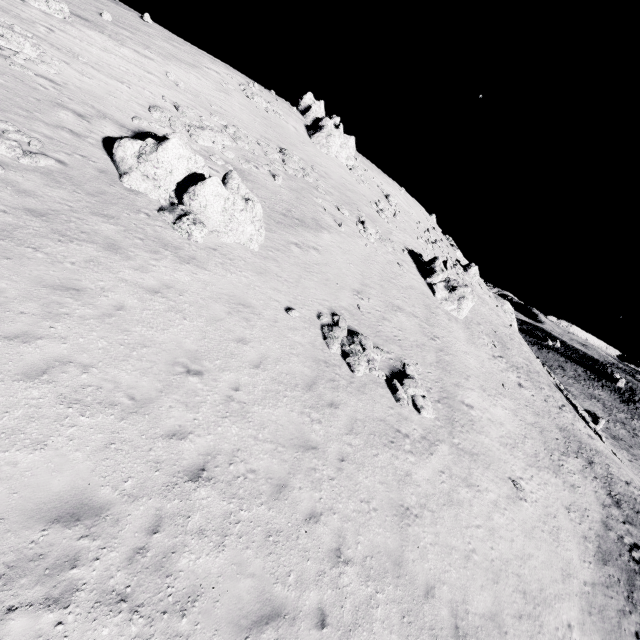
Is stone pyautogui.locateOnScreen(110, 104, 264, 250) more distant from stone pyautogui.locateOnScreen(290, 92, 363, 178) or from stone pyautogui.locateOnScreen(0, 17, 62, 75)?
stone pyautogui.locateOnScreen(290, 92, 363, 178)

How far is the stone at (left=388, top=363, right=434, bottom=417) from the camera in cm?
1499

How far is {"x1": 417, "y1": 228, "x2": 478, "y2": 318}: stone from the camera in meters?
30.7 m

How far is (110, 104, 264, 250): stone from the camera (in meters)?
13.55

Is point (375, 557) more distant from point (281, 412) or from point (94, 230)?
point (94, 230)

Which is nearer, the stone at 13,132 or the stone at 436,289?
the stone at 13,132

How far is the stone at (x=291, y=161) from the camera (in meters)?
25.71

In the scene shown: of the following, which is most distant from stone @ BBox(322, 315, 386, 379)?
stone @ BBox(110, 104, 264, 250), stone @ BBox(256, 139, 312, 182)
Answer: stone @ BBox(256, 139, 312, 182)
